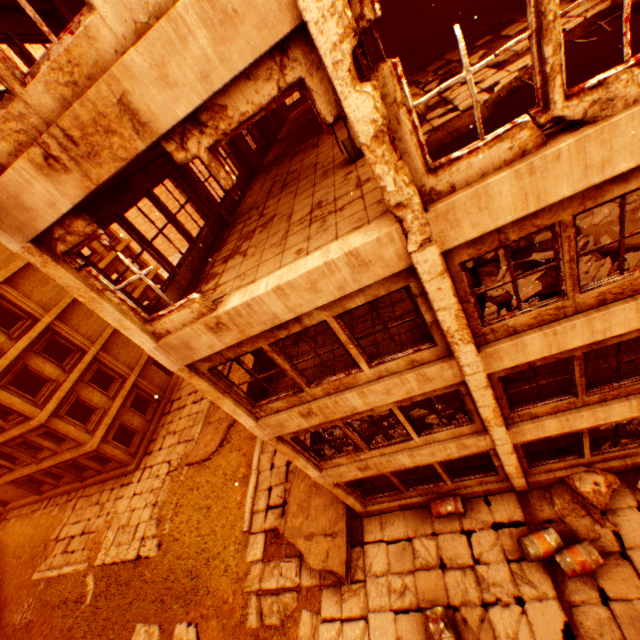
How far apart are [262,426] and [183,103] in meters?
6.4 m

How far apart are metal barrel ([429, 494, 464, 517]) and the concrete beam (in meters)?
13.36

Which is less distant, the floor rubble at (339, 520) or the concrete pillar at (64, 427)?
the floor rubble at (339, 520)

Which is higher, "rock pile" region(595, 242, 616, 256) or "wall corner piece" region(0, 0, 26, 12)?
"wall corner piece" region(0, 0, 26, 12)

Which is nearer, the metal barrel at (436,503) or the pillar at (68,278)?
the pillar at (68,278)

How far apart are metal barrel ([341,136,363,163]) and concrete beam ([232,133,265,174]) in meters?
5.5 m

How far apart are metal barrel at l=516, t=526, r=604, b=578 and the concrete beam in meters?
14.2

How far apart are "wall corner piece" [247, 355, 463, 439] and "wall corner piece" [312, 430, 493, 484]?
2.2m
